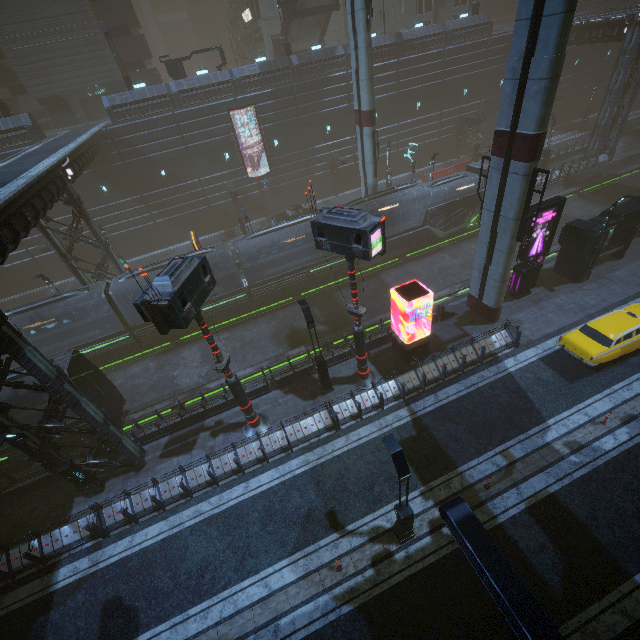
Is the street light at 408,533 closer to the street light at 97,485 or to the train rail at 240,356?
the train rail at 240,356

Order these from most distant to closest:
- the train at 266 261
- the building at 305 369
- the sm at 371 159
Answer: the train at 266 261 → the sm at 371 159 → the building at 305 369

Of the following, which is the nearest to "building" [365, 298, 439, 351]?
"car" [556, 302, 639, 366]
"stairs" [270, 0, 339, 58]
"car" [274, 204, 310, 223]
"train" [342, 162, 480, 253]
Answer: "car" [274, 204, 310, 223]

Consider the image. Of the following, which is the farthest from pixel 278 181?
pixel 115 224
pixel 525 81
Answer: pixel 525 81

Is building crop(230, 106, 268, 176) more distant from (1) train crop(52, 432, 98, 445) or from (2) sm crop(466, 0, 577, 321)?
(2) sm crop(466, 0, 577, 321)

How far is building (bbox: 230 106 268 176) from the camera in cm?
3192

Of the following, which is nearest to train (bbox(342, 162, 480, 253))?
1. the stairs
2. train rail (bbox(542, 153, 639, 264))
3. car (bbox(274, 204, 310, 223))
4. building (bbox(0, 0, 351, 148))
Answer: train rail (bbox(542, 153, 639, 264))

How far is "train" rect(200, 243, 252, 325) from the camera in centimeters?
2259cm
